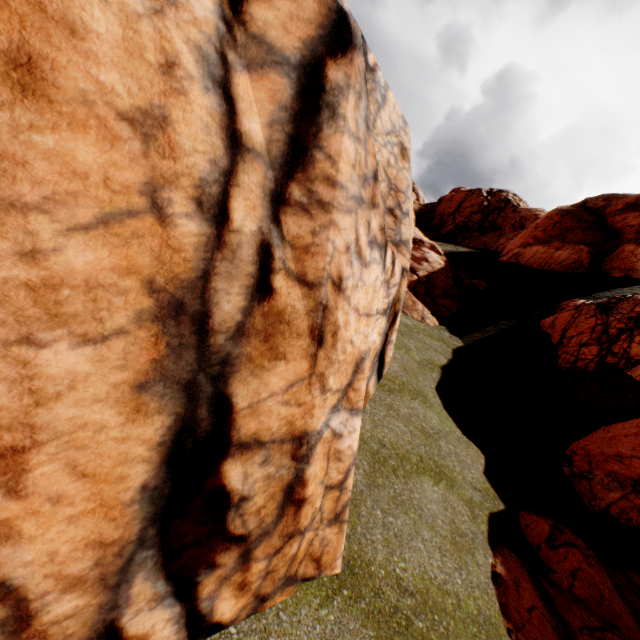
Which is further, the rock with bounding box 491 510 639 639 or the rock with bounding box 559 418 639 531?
the rock with bounding box 559 418 639 531

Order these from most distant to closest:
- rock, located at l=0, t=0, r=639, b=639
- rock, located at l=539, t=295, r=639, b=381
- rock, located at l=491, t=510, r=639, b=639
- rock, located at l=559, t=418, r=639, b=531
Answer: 1. rock, located at l=539, t=295, r=639, b=381
2. rock, located at l=559, t=418, r=639, b=531
3. rock, located at l=491, t=510, r=639, b=639
4. rock, located at l=0, t=0, r=639, b=639

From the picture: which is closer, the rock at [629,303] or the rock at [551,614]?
the rock at [551,614]

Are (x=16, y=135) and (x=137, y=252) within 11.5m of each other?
yes
